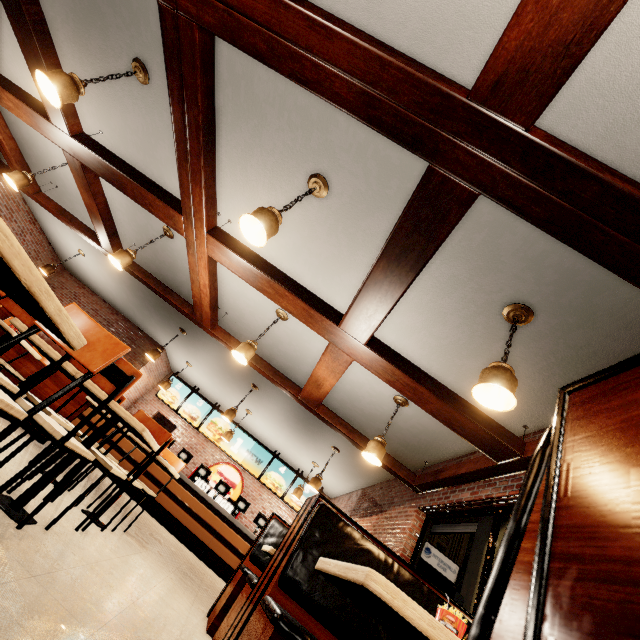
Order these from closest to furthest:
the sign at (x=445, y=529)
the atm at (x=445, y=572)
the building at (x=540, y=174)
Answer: the building at (x=540, y=174), the atm at (x=445, y=572), the sign at (x=445, y=529)

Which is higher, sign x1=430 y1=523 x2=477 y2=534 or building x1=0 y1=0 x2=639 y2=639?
sign x1=430 y1=523 x2=477 y2=534

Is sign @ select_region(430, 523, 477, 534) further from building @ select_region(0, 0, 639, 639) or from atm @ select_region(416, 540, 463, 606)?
atm @ select_region(416, 540, 463, 606)

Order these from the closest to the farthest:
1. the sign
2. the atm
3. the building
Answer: the building < the atm < the sign

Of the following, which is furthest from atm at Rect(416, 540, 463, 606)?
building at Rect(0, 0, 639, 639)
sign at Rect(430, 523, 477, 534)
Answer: sign at Rect(430, 523, 477, 534)

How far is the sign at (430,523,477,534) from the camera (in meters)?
11.98

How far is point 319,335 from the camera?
5.23m

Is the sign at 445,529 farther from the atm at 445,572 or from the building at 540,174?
the atm at 445,572
